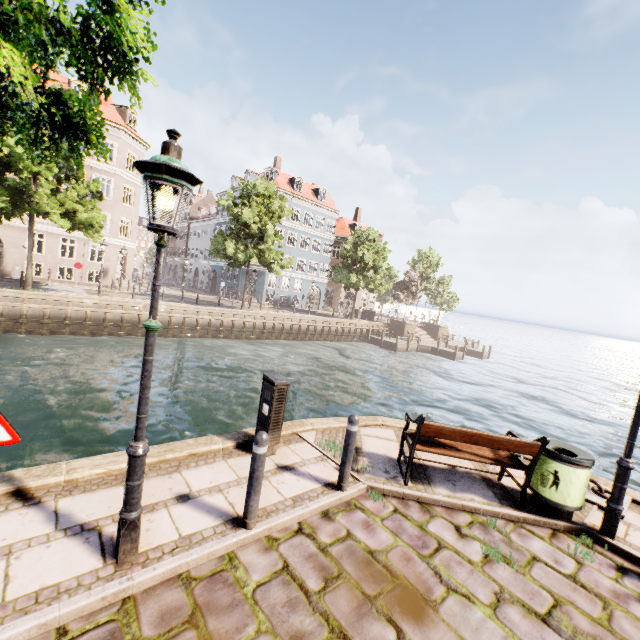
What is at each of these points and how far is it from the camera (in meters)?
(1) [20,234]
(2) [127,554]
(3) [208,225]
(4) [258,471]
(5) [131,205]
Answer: (1) building, 24.81
(2) street light, 2.97
(3) building, 49.06
(4) bollard, 3.53
(5) building, 30.47

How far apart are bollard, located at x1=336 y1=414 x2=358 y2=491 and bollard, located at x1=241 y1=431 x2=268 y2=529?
1.3 meters

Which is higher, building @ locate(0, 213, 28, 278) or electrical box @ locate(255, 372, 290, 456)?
building @ locate(0, 213, 28, 278)

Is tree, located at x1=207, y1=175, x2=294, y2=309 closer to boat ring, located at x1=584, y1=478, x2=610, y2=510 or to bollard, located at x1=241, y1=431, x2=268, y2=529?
bollard, located at x1=241, y1=431, x2=268, y2=529

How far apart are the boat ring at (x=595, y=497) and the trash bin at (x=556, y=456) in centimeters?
62cm

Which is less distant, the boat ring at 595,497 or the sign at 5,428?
the sign at 5,428

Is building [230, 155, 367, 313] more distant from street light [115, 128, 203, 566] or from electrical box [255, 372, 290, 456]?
electrical box [255, 372, 290, 456]

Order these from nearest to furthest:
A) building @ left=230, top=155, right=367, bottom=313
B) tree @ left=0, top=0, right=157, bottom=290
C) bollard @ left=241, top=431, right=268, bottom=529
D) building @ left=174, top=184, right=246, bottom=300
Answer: tree @ left=0, top=0, right=157, bottom=290 < bollard @ left=241, top=431, right=268, bottom=529 < building @ left=230, top=155, right=367, bottom=313 < building @ left=174, top=184, right=246, bottom=300
